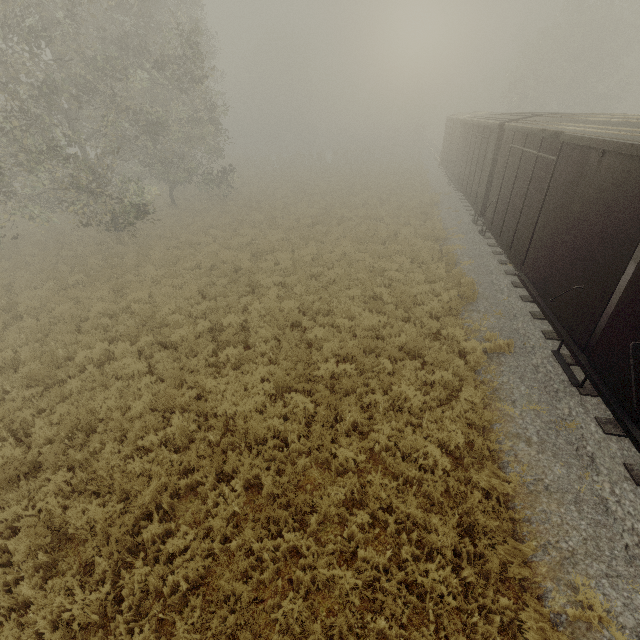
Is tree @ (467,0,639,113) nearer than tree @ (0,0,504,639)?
No

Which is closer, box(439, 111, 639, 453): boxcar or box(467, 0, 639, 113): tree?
box(439, 111, 639, 453): boxcar

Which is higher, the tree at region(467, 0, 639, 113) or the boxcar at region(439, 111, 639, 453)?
the tree at region(467, 0, 639, 113)

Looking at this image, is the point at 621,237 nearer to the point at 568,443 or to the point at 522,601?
the point at 568,443

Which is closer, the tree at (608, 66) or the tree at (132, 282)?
the tree at (132, 282)

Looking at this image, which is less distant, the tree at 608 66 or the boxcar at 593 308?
the boxcar at 593 308
